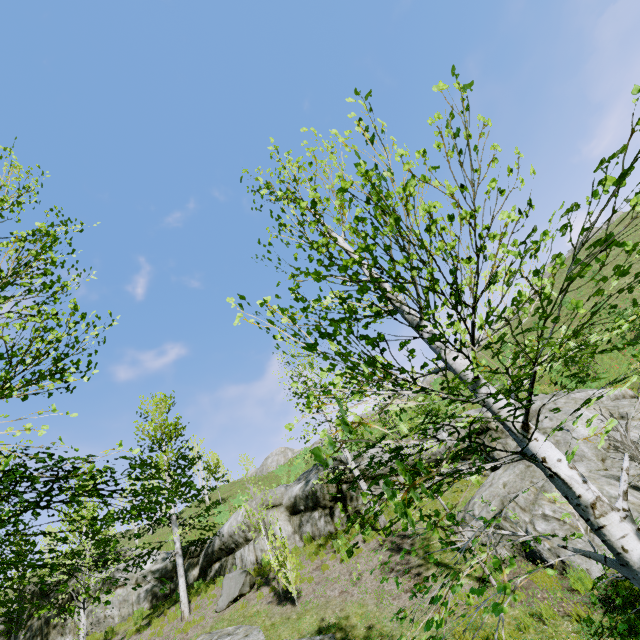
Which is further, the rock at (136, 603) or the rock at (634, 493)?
the rock at (136, 603)

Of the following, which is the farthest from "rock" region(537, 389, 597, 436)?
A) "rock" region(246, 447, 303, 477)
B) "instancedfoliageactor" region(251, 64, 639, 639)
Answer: "rock" region(246, 447, 303, 477)

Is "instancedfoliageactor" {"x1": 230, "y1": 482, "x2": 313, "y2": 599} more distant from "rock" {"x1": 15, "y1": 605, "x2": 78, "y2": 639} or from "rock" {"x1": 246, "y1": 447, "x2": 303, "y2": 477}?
"rock" {"x1": 246, "y1": 447, "x2": 303, "y2": 477}

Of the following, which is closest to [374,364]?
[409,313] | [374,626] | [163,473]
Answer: [409,313]

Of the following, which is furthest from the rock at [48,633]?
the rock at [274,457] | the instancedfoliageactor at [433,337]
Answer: the rock at [274,457]

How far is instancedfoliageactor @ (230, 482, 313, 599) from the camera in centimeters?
996cm

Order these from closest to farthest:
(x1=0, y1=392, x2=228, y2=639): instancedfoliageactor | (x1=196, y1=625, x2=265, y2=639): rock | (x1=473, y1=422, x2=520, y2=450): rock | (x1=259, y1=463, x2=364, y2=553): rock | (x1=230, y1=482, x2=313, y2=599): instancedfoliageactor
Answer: (x1=0, y1=392, x2=228, y2=639): instancedfoliageactor
(x1=196, y1=625, x2=265, y2=639): rock
(x1=230, y1=482, x2=313, y2=599): instancedfoliageactor
(x1=473, y1=422, x2=520, y2=450): rock
(x1=259, y1=463, x2=364, y2=553): rock

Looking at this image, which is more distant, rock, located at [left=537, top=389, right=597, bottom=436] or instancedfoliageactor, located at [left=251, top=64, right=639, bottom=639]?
rock, located at [left=537, top=389, right=597, bottom=436]
